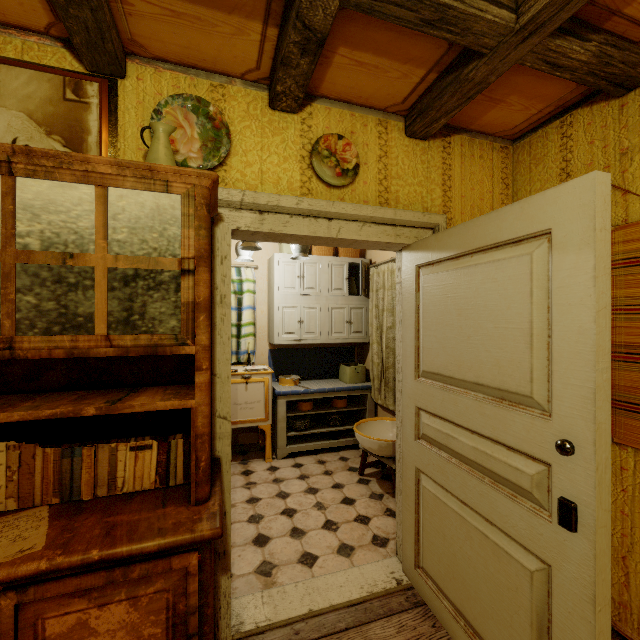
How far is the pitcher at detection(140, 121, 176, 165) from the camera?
1.31m

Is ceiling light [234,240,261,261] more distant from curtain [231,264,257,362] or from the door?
the door

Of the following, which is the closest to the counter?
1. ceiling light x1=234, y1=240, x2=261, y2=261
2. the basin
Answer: the basin

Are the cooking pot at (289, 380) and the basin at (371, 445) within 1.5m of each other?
yes

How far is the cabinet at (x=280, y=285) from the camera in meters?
3.9 m

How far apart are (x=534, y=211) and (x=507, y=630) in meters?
Result: 1.7 m

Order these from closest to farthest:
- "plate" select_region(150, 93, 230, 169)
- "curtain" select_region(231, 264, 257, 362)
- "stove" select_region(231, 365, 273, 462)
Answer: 1. "plate" select_region(150, 93, 230, 169)
2. "stove" select_region(231, 365, 273, 462)
3. "curtain" select_region(231, 264, 257, 362)

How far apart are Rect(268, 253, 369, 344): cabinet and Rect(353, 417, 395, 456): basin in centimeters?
105cm
